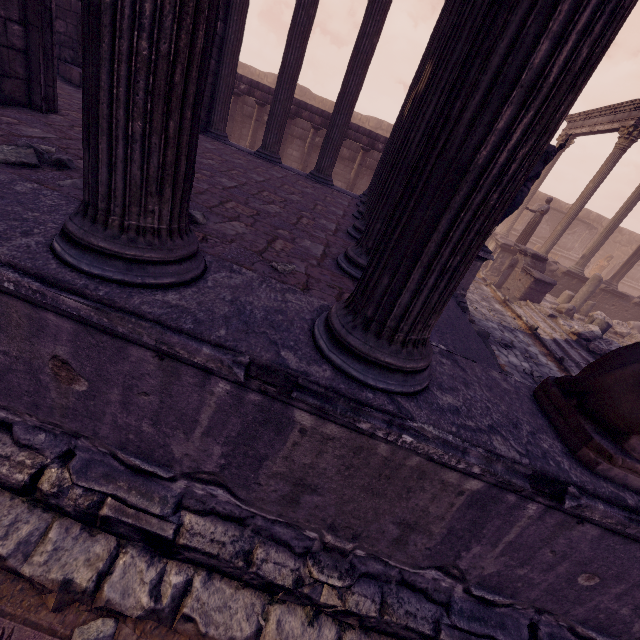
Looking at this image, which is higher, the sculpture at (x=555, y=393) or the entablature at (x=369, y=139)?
the entablature at (x=369, y=139)

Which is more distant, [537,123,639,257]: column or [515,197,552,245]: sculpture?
[515,197,552,245]: sculpture

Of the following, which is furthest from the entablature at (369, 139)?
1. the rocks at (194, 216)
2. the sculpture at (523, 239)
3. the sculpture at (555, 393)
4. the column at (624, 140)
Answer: the sculpture at (555, 393)

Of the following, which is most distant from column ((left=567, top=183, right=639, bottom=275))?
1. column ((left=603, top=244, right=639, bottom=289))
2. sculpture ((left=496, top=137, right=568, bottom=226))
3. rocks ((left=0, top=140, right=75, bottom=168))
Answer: rocks ((left=0, top=140, right=75, bottom=168))

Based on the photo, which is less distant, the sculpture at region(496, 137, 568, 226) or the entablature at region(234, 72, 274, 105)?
the sculpture at region(496, 137, 568, 226)

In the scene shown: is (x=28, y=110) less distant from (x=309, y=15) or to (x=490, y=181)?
(x=490, y=181)

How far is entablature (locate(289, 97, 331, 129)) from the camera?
11.9m

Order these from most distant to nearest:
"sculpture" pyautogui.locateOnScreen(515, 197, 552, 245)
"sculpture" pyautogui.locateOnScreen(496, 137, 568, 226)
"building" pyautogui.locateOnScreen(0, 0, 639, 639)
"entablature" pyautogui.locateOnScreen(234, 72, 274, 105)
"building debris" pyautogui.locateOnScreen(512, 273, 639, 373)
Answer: "sculpture" pyautogui.locateOnScreen(515, 197, 552, 245) < "entablature" pyautogui.locateOnScreen(234, 72, 274, 105) < "building debris" pyautogui.locateOnScreen(512, 273, 639, 373) < "sculpture" pyautogui.locateOnScreen(496, 137, 568, 226) < "building" pyautogui.locateOnScreen(0, 0, 639, 639)
